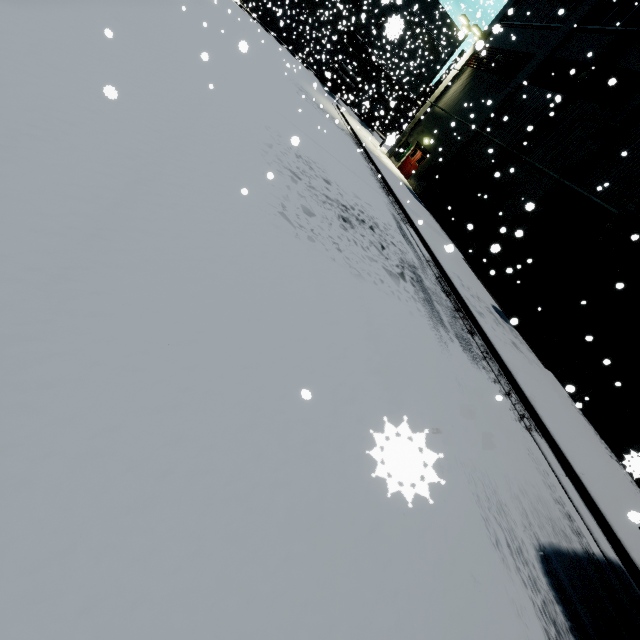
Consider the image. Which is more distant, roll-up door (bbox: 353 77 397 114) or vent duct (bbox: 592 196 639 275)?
roll-up door (bbox: 353 77 397 114)

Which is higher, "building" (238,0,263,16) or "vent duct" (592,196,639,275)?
"vent duct" (592,196,639,275)

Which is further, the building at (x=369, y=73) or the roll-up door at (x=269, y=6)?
the roll-up door at (x=269, y=6)

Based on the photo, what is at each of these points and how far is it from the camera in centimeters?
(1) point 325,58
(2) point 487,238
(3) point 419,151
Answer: (1) roll-up door, 4328cm
(2) building, 1573cm
(3) door, 2453cm

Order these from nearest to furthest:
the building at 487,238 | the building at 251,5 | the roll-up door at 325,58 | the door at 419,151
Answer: the building at 487,238
the door at 419,151
the building at 251,5
the roll-up door at 325,58

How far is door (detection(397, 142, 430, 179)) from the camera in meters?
23.8

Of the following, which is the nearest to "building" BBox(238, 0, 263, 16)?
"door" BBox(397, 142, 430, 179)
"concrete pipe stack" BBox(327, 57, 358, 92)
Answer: "door" BBox(397, 142, 430, 179)

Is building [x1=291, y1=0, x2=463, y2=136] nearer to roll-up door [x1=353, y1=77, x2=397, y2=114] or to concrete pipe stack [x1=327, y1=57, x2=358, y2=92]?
roll-up door [x1=353, y1=77, x2=397, y2=114]
